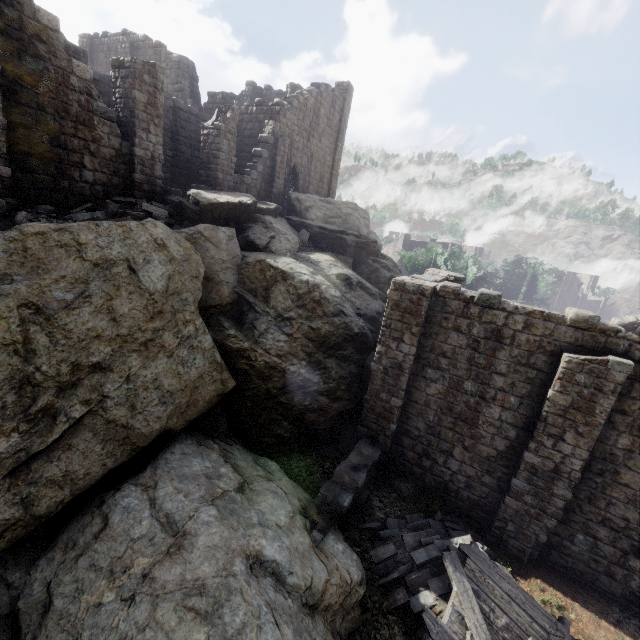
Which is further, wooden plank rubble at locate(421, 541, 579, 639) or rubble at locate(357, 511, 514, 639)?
rubble at locate(357, 511, 514, 639)

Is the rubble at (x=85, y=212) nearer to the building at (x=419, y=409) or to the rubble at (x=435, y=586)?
the building at (x=419, y=409)

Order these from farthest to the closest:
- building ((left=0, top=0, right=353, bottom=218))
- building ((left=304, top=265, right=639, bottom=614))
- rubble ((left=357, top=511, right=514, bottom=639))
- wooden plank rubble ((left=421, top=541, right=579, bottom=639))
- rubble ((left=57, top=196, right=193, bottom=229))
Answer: rubble ((left=57, top=196, right=193, bottom=229)), building ((left=0, top=0, right=353, bottom=218)), building ((left=304, top=265, right=639, bottom=614)), rubble ((left=357, top=511, right=514, bottom=639)), wooden plank rubble ((left=421, top=541, right=579, bottom=639))

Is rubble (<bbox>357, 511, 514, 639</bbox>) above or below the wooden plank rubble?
below

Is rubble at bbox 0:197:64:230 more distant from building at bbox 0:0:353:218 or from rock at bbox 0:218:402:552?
building at bbox 0:0:353:218

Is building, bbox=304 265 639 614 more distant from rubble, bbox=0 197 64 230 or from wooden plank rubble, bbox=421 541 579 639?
rubble, bbox=0 197 64 230

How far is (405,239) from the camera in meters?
53.9 m

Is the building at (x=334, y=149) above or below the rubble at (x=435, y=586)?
above
